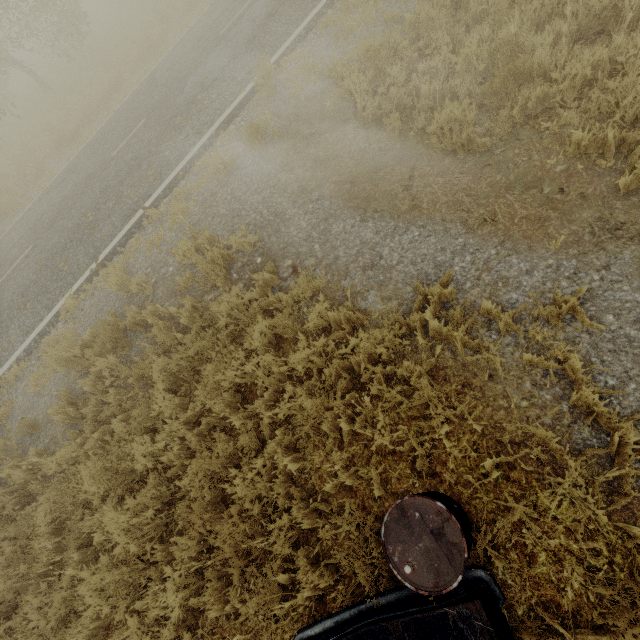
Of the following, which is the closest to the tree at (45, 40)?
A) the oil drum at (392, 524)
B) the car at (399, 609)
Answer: the oil drum at (392, 524)

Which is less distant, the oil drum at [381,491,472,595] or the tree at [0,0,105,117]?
the oil drum at [381,491,472,595]

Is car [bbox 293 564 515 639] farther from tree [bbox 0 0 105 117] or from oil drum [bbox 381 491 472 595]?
tree [bbox 0 0 105 117]

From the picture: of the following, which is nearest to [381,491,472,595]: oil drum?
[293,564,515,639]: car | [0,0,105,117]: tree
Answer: [293,564,515,639]: car

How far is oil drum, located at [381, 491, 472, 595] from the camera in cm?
213

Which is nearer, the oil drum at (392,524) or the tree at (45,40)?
the oil drum at (392,524)

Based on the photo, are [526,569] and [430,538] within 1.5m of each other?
yes
